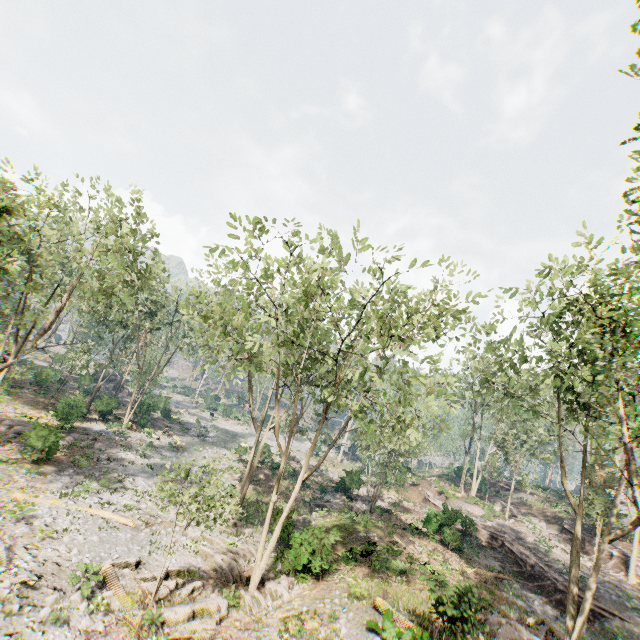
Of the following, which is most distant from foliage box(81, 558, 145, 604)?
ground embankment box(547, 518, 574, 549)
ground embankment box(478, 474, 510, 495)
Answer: ground embankment box(478, 474, 510, 495)

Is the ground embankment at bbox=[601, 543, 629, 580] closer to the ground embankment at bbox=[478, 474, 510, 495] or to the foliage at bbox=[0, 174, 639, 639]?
the foliage at bbox=[0, 174, 639, 639]

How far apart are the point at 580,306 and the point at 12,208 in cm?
2905

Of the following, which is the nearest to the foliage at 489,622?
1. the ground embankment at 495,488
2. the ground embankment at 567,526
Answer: the ground embankment at 567,526

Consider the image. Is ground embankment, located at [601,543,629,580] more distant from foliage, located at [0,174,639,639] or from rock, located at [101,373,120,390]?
rock, located at [101,373,120,390]

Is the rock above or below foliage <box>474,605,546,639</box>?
below

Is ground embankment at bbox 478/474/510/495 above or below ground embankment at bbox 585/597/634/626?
above

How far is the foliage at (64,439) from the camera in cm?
2267
